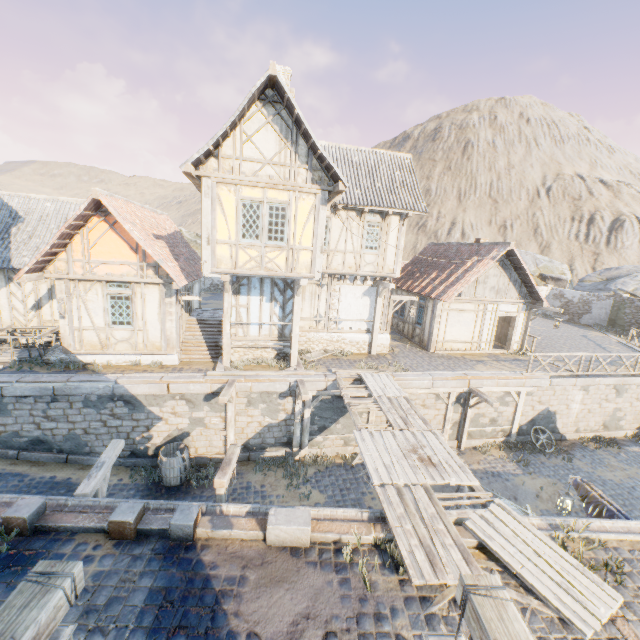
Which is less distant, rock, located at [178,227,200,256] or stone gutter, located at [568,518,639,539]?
stone gutter, located at [568,518,639,539]

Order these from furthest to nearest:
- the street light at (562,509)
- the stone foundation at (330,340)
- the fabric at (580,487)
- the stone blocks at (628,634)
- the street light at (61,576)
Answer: the stone foundation at (330,340) → the street light at (562,509) → the fabric at (580,487) → the stone blocks at (628,634) → the street light at (61,576)

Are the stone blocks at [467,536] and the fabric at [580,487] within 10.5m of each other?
yes

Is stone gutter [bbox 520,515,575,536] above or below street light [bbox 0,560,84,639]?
below

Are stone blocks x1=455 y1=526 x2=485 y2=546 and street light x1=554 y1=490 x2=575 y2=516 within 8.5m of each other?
yes

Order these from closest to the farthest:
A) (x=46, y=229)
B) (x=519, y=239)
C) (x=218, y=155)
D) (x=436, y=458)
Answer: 1. (x=436, y=458)
2. (x=218, y=155)
3. (x=46, y=229)
4. (x=519, y=239)

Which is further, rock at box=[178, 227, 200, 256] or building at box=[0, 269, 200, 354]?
rock at box=[178, 227, 200, 256]

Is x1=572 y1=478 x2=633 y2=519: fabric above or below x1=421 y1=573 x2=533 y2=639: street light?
below
